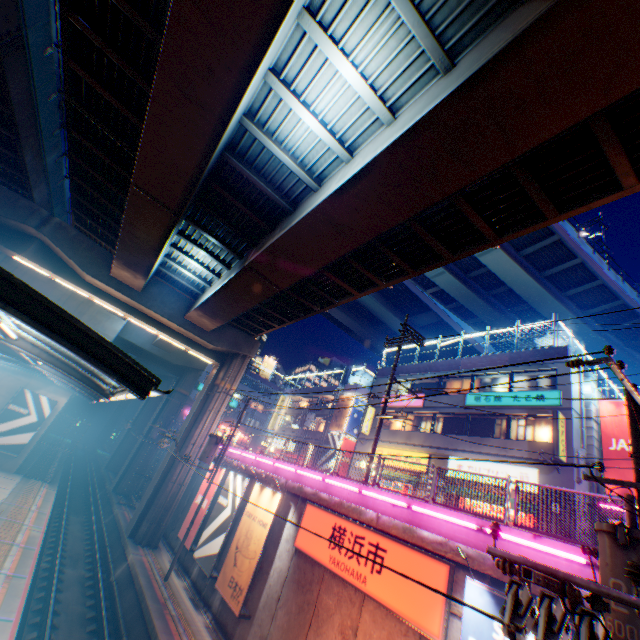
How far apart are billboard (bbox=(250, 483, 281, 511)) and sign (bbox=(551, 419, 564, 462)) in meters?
13.8

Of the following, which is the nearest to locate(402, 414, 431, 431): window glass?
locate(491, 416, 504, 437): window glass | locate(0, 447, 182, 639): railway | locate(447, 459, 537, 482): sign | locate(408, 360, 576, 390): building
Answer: locate(408, 360, 576, 390): building

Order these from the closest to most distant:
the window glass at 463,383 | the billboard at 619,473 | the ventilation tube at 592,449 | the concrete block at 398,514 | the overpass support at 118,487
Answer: the concrete block at 398,514, the billboard at 619,473, the ventilation tube at 592,449, the window glass at 463,383, the overpass support at 118,487

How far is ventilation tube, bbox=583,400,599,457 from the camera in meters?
17.2

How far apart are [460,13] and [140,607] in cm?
2313

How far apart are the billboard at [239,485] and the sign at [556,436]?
15.79m

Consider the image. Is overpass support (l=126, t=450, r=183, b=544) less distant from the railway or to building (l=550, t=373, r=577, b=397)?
the railway

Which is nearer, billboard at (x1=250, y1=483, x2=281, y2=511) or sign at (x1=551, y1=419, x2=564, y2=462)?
billboard at (x1=250, y1=483, x2=281, y2=511)
